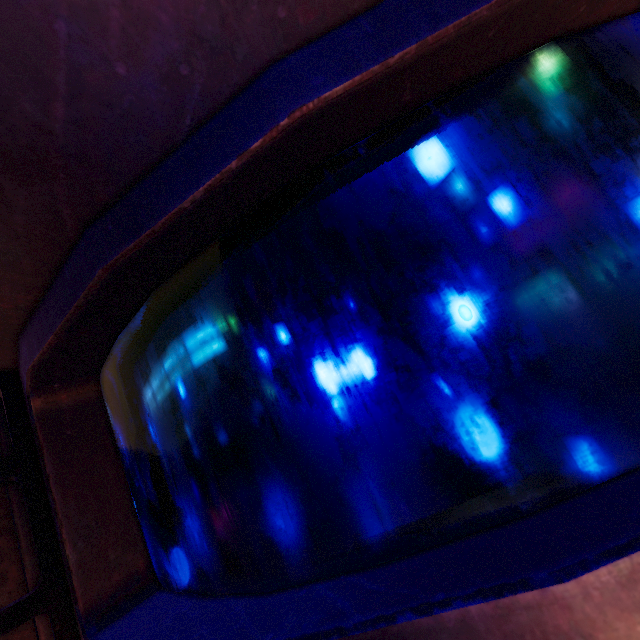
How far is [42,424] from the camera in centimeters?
145cm
